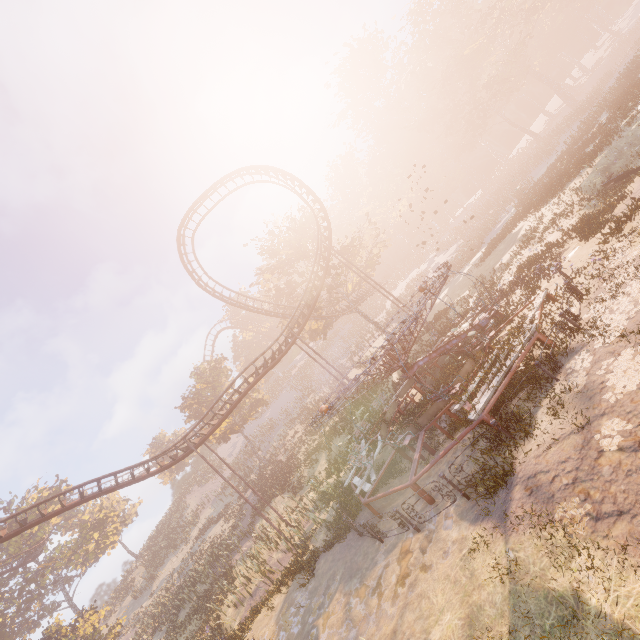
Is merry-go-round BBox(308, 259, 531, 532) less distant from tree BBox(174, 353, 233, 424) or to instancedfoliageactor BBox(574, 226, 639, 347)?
instancedfoliageactor BBox(574, 226, 639, 347)

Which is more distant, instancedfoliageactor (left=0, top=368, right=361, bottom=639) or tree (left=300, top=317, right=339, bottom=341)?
tree (left=300, top=317, right=339, bottom=341)

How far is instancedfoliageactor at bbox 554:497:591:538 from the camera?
5.4m

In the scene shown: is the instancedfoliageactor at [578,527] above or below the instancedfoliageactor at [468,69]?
below

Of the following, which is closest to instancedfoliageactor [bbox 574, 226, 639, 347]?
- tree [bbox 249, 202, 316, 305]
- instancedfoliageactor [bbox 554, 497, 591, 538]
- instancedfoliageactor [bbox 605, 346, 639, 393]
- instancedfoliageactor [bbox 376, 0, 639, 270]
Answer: instancedfoliageactor [bbox 605, 346, 639, 393]

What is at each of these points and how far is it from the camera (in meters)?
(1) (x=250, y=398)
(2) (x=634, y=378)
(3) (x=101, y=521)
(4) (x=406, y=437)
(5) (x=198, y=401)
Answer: (1) tree, 39.62
(2) instancedfoliageactor, 6.41
(3) instancedfoliageactor, 39.97
(4) merry-go-round, 11.25
(5) tree, 40.78

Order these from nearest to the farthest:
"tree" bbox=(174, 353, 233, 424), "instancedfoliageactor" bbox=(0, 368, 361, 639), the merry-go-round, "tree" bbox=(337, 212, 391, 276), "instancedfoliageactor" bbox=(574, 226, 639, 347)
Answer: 1. "instancedfoliageactor" bbox=(574, 226, 639, 347)
2. the merry-go-round
3. "instancedfoliageactor" bbox=(0, 368, 361, 639)
4. "tree" bbox=(337, 212, 391, 276)
5. "tree" bbox=(174, 353, 233, 424)

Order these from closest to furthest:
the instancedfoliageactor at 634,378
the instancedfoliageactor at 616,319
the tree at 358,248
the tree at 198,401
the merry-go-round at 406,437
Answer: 1. the instancedfoliageactor at 634,378
2. the instancedfoliageactor at 616,319
3. the merry-go-round at 406,437
4. the tree at 358,248
5. the tree at 198,401
